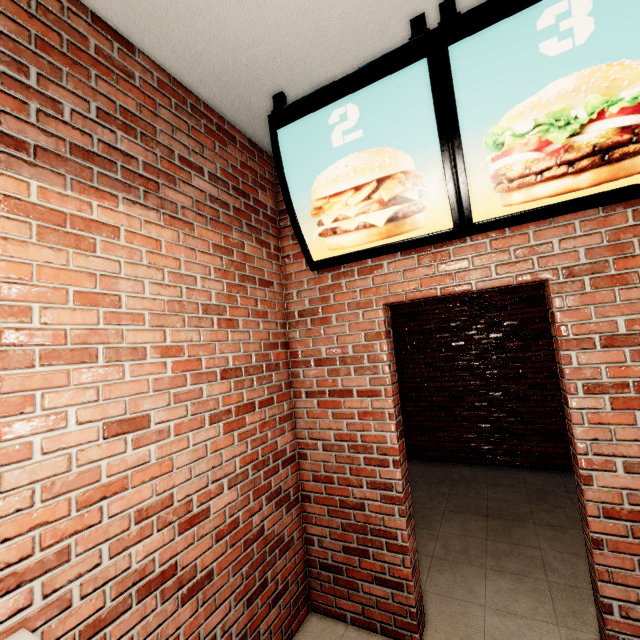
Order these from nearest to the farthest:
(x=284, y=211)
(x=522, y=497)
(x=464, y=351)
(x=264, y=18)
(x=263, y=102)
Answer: (x=264, y=18) < (x=263, y=102) < (x=284, y=211) < (x=522, y=497) < (x=464, y=351)
